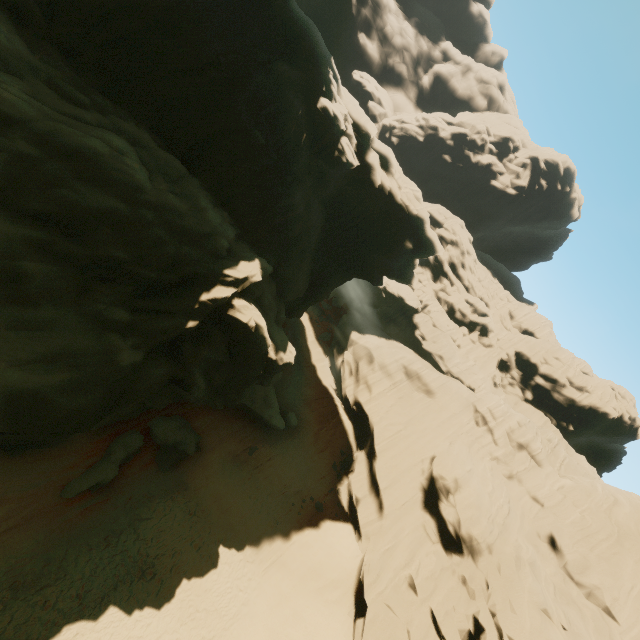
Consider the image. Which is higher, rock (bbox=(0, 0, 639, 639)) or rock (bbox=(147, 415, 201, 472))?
rock (bbox=(0, 0, 639, 639))

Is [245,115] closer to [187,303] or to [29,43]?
[29,43]

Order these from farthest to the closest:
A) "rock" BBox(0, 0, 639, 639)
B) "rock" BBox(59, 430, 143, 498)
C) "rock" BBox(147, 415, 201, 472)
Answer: "rock" BBox(147, 415, 201, 472), "rock" BBox(59, 430, 143, 498), "rock" BBox(0, 0, 639, 639)

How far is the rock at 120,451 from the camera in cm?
1451

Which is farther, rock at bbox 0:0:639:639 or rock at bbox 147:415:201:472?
rock at bbox 147:415:201:472
